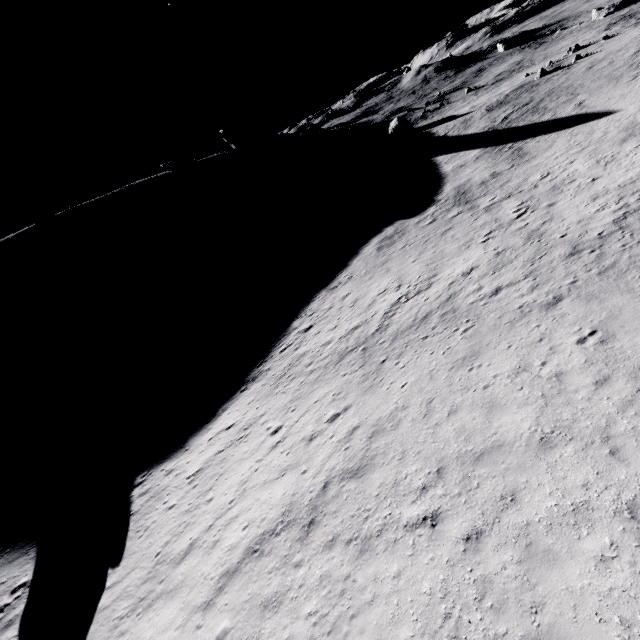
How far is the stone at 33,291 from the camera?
57.6m

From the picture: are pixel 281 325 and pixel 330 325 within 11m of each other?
yes

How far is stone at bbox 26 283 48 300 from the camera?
57.6 meters
